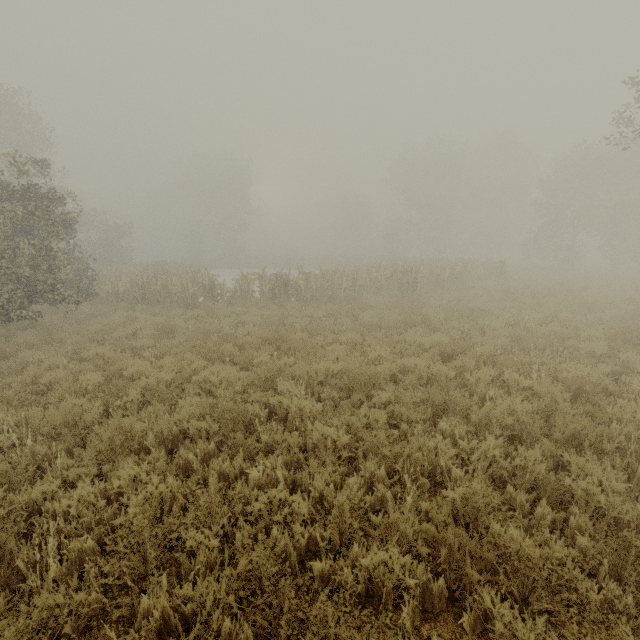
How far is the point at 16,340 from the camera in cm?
898
